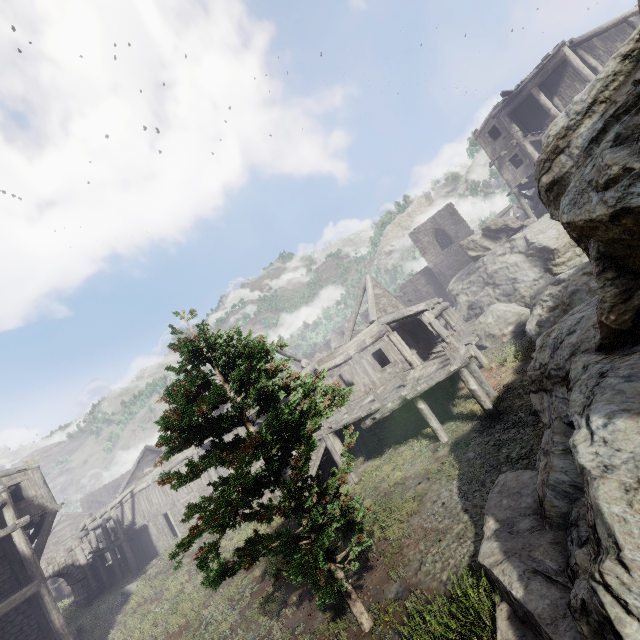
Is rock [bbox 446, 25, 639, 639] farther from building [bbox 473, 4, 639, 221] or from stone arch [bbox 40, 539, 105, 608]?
stone arch [bbox 40, 539, 105, 608]

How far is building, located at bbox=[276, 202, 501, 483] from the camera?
13.6 meters

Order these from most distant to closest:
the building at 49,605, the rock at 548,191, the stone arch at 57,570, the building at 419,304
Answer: the stone arch at 57,570 < the building at 49,605 < the building at 419,304 < the rock at 548,191

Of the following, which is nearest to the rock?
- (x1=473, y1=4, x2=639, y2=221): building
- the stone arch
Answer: (x1=473, y1=4, x2=639, y2=221): building

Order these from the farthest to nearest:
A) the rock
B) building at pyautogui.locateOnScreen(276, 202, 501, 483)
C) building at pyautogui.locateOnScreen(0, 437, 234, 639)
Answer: building at pyautogui.locateOnScreen(0, 437, 234, 639) → building at pyautogui.locateOnScreen(276, 202, 501, 483) → the rock

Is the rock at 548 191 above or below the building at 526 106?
below

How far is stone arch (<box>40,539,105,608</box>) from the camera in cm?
2602

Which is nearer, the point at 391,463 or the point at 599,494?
the point at 599,494
